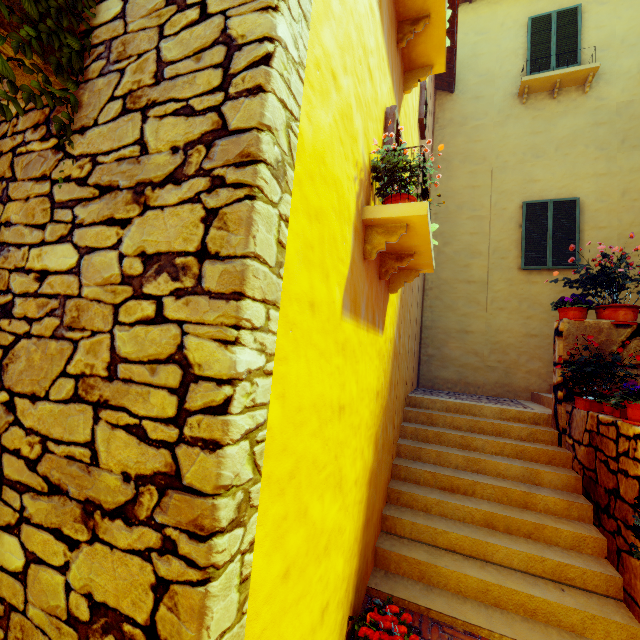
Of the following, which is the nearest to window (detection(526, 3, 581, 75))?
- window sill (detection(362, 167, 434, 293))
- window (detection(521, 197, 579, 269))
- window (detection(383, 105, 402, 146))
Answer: window (detection(521, 197, 579, 269))

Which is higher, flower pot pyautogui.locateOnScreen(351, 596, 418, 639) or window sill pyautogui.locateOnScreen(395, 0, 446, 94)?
window sill pyautogui.locateOnScreen(395, 0, 446, 94)

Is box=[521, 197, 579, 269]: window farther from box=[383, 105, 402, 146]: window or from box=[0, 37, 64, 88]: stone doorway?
box=[0, 37, 64, 88]: stone doorway

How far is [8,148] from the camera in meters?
1.7

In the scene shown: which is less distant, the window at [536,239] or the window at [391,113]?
the window at [391,113]

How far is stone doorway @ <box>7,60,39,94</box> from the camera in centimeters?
152cm

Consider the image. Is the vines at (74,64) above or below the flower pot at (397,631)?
→ above

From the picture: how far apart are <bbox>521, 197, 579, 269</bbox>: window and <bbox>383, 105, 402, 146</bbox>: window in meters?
5.6
